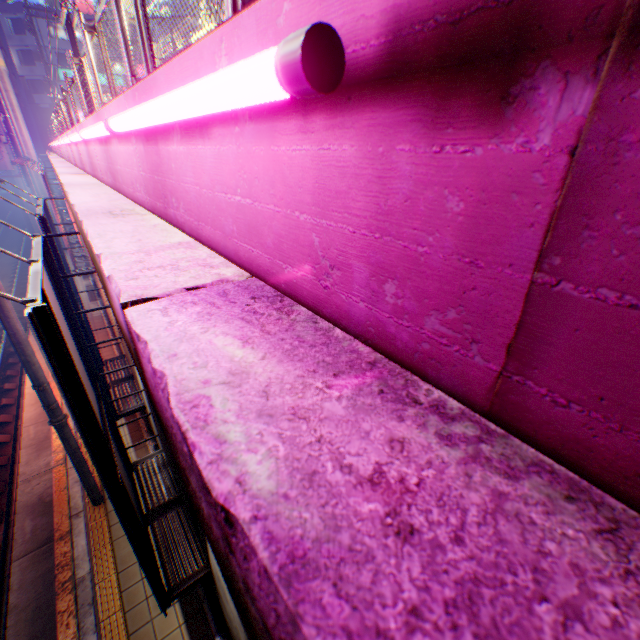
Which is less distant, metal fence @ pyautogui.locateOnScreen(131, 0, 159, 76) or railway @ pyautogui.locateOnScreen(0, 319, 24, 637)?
metal fence @ pyautogui.locateOnScreen(131, 0, 159, 76)

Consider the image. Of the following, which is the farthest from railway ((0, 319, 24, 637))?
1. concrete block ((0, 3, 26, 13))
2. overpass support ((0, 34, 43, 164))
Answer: concrete block ((0, 3, 26, 13))

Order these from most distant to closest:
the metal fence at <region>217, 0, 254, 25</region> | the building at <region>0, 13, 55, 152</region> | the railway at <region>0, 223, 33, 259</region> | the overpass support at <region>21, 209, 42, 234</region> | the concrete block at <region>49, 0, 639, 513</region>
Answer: the building at <region>0, 13, 55, 152</region>
the railway at <region>0, 223, 33, 259</region>
the overpass support at <region>21, 209, 42, 234</region>
the metal fence at <region>217, 0, 254, 25</region>
the concrete block at <region>49, 0, 639, 513</region>

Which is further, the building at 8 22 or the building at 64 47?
the building at 64 47

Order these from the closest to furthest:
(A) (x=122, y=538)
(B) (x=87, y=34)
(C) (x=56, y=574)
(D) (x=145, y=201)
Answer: (D) (x=145, y=201)
(B) (x=87, y=34)
(C) (x=56, y=574)
(A) (x=122, y=538)

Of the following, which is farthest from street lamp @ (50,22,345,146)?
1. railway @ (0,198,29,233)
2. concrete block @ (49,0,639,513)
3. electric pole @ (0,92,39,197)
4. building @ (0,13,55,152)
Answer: building @ (0,13,55,152)

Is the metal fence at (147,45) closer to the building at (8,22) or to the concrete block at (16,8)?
the building at (8,22)

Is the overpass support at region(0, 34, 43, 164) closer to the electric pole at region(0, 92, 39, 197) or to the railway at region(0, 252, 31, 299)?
the railway at region(0, 252, 31, 299)
